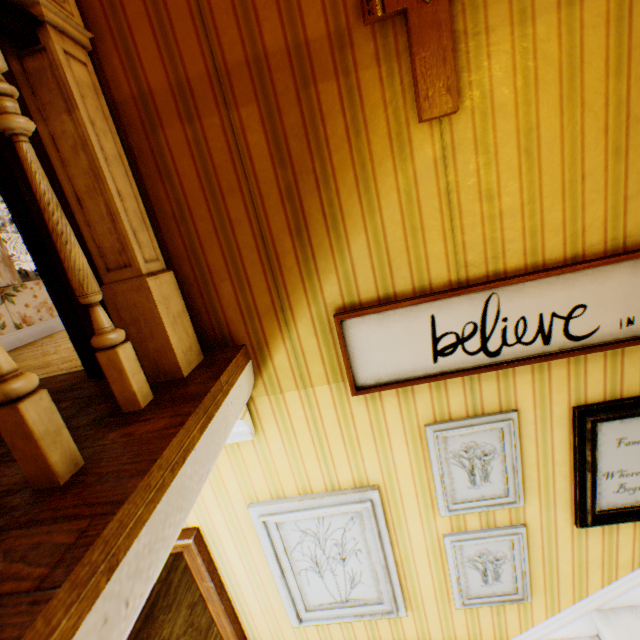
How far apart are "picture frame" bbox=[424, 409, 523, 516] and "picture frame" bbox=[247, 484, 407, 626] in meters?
0.3

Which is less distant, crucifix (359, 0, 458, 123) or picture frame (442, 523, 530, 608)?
crucifix (359, 0, 458, 123)

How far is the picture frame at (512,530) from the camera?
1.81m

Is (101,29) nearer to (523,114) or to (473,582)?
(523,114)

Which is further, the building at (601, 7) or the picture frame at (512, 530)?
the picture frame at (512, 530)

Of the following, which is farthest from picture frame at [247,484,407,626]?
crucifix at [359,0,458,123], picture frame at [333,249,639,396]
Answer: crucifix at [359,0,458,123]

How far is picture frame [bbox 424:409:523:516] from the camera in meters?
1.6 m

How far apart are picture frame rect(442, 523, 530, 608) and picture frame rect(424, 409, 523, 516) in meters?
0.2 m
